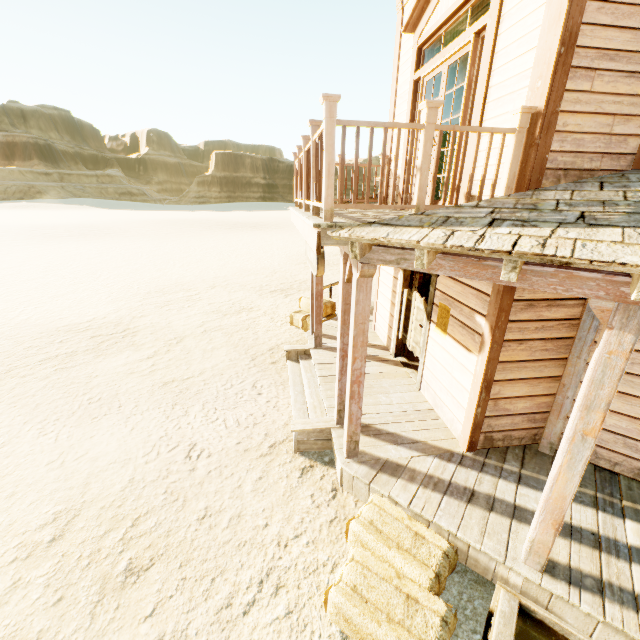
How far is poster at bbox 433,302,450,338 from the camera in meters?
4.7 m

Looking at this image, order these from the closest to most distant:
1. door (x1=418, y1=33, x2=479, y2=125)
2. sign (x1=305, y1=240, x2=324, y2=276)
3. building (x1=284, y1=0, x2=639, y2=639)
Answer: building (x1=284, y1=0, x2=639, y2=639), door (x1=418, y1=33, x2=479, y2=125), sign (x1=305, y1=240, x2=324, y2=276)

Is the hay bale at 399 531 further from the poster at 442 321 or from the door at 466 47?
the door at 466 47

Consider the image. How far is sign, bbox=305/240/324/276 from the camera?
4.49m

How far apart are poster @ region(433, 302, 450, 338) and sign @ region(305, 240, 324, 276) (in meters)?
1.85

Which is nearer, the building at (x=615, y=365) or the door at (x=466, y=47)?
the building at (x=615, y=365)

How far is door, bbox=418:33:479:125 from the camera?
4.0 meters

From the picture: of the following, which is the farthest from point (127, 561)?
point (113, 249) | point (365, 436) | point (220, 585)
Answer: point (113, 249)
